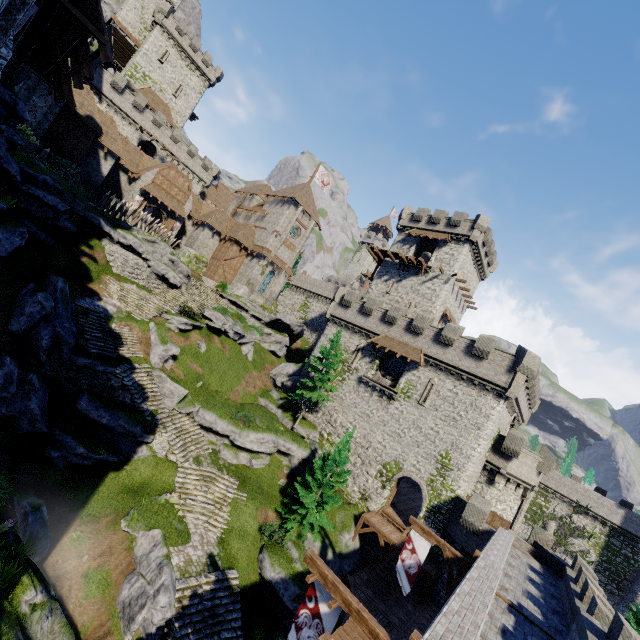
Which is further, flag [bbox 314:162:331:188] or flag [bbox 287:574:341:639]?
flag [bbox 314:162:331:188]

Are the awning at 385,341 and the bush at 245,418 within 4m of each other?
no

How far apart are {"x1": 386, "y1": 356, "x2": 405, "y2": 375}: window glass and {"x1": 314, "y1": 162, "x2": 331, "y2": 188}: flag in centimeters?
3150cm

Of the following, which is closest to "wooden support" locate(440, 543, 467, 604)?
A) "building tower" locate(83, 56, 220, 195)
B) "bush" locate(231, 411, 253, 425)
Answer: "bush" locate(231, 411, 253, 425)

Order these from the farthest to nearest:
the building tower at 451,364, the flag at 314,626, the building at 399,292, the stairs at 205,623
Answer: the building at 399,292
the building tower at 451,364
the stairs at 205,623
the flag at 314,626

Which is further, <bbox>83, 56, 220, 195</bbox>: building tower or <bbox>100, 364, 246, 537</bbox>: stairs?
<bbox>83, 56, 220, 195</bbox>: building tower

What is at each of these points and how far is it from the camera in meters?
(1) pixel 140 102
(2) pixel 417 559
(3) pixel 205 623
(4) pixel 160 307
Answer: (1) building tower, 45.4
(2) flag, 16.0
(3) stairs, 15.2
(4) stairs, 29.3

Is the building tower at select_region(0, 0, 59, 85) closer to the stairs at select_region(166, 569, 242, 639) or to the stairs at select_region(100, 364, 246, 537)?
the stairs at select_region(100, 364, 246, 537)
